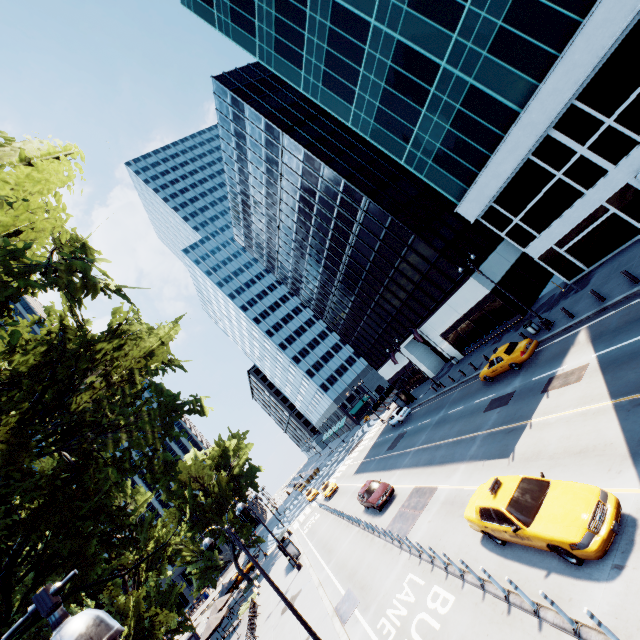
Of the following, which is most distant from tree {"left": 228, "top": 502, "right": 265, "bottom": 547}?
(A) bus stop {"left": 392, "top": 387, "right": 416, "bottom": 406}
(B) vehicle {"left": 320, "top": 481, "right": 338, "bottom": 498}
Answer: (B) vehicle {"left": 320, "top": 481, "right": 338, "bottom": 498}

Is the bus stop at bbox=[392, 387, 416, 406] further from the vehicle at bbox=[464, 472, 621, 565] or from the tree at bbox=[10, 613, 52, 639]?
the vehicle at bbox=[464, 472, 621, 565]

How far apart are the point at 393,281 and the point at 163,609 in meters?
38.0 m

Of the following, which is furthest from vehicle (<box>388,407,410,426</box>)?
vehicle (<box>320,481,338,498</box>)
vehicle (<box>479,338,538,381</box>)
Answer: vehicle (<box>479,338,538,381</box>)

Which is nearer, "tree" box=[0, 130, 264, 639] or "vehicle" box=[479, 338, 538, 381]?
"tree" box=[0, 130, 264, 639]

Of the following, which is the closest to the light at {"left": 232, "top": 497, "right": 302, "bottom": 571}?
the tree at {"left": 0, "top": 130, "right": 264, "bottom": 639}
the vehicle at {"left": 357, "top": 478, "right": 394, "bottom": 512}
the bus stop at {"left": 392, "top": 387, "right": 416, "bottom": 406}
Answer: the tree at {"left": 0, "top": 130, "right": 264, "bottom": 639}

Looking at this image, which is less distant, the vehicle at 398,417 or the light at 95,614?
the light at 95,614

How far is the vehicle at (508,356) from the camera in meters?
20.6
